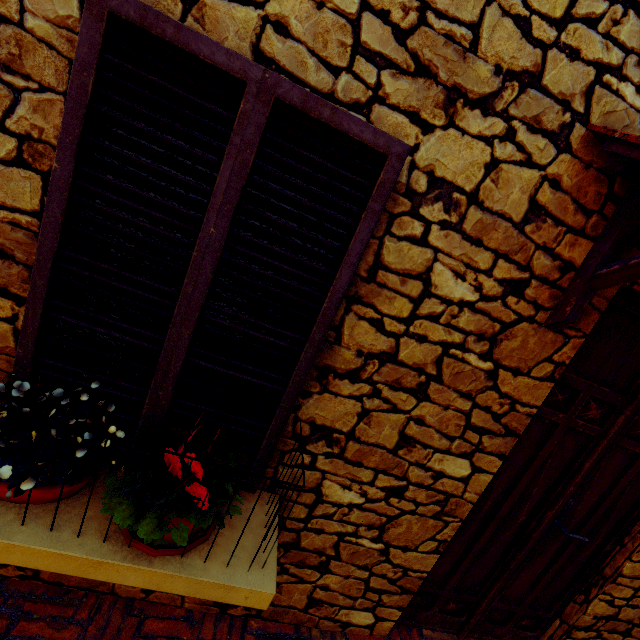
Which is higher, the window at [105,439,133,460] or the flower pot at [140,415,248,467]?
the flower pot at [140,415,248,467]

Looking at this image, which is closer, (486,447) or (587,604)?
(486,447)

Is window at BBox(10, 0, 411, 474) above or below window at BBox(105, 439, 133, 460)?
above

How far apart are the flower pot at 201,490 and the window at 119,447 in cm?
12

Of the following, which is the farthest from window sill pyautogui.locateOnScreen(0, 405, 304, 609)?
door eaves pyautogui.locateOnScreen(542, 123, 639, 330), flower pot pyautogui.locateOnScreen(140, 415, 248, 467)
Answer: door eaves pyautogui.locateOnScreen(542, 123, 639, 330)

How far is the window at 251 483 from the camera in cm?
154

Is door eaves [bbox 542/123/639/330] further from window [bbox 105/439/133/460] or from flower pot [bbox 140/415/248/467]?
flower pot [bbox 140/415/248/467]

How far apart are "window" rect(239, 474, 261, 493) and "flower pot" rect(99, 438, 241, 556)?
0.12m
